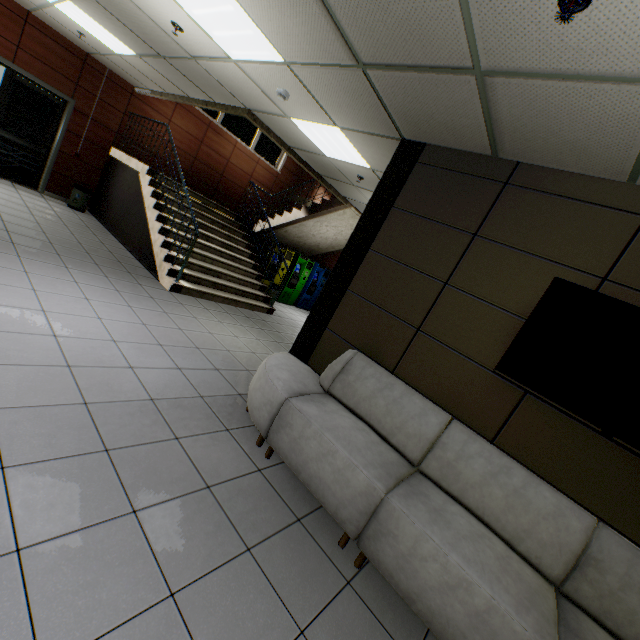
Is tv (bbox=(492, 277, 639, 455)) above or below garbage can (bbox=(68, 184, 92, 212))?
above

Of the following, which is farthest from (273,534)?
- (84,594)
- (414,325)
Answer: (414,325)

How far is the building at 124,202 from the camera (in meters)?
6.64

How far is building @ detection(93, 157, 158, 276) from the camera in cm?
664

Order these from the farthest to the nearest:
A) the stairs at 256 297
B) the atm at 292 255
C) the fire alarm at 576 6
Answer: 1. the atm at 292 255
2. the stairs at 256 297
3. the fire alarm at 576 6

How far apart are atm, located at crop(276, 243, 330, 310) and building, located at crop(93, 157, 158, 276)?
3.9 meters

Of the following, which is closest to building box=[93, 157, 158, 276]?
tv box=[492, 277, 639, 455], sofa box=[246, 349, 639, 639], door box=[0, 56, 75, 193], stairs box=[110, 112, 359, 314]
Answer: stairs box=[110, 112, 359, 314]

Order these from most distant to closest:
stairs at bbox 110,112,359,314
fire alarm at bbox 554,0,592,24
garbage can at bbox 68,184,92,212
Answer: garbage can at bbox 68,184,92,212
stairs at bbox 110,112,359,314
fire alarm at bbox 554,0,592,24
